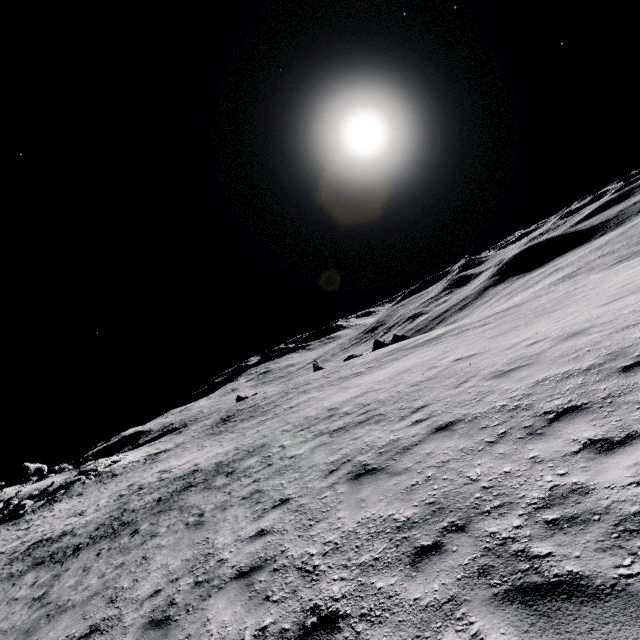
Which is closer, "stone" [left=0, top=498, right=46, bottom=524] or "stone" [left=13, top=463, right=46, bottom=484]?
"stone" [left=0, top=498, right=46, bottom=524]

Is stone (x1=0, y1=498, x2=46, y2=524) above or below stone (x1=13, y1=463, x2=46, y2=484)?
below

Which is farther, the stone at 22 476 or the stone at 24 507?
the stone at 22 476

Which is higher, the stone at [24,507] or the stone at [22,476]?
the stone at [22,476]

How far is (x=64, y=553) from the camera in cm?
1400

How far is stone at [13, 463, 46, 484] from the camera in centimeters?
4459cm
